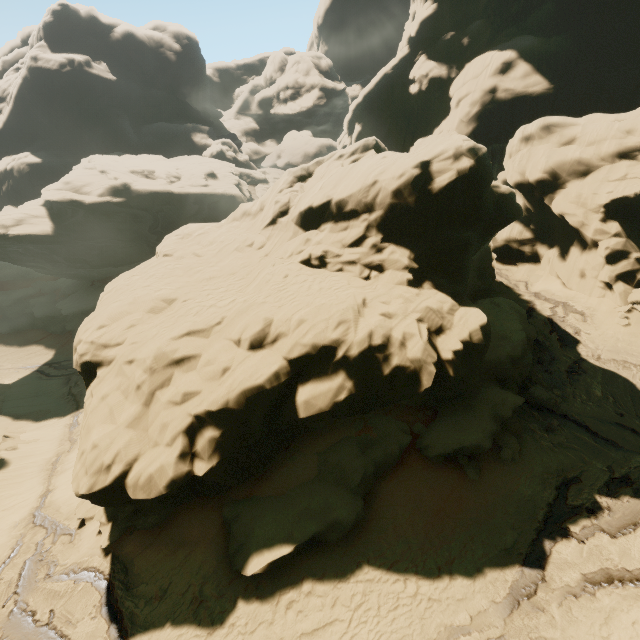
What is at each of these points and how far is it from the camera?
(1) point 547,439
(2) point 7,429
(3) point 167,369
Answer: (1) rock, 13.1 meters
(2) rock, 28.2 meters
(3) rock, 12.3 meters

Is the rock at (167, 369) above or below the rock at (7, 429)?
above

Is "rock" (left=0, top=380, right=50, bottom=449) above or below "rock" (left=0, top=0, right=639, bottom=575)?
below

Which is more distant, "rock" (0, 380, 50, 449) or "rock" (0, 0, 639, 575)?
"rock" (0, 380, 50, 449)

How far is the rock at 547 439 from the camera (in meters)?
12.91

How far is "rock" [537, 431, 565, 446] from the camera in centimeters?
1291cm
